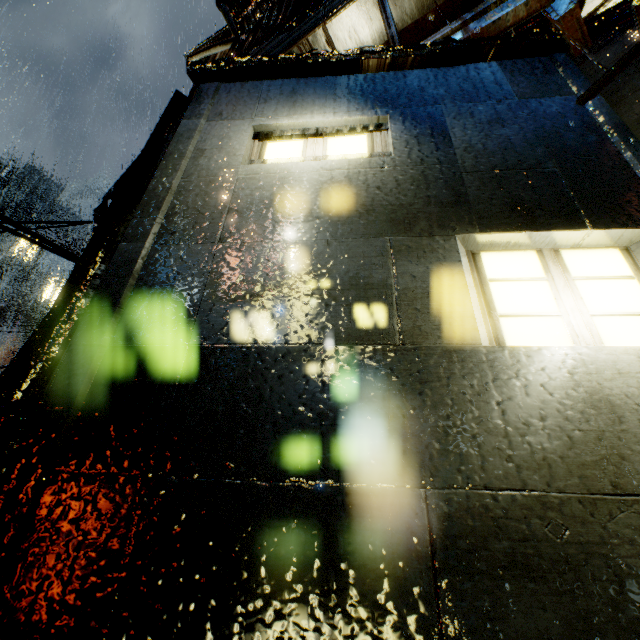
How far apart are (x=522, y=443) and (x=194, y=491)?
1.9 meters
